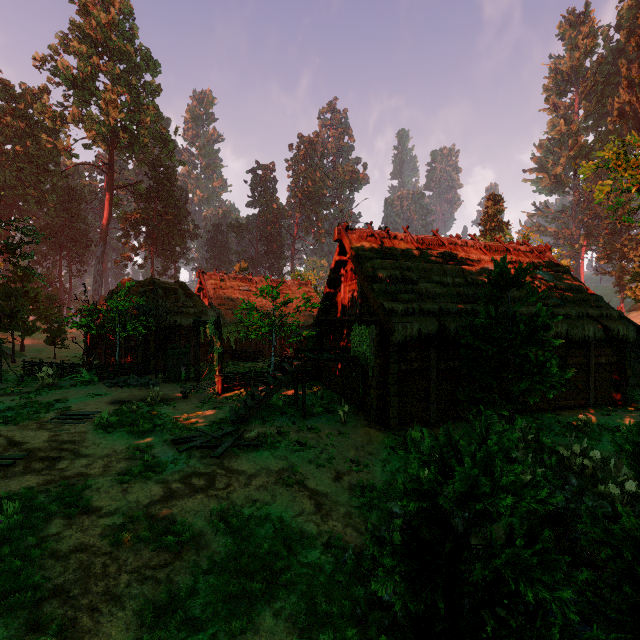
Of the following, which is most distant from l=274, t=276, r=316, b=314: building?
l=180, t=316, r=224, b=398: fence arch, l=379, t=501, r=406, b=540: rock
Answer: l=379, t=501, r=406, b=540: rock

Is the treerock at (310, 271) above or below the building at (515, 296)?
above

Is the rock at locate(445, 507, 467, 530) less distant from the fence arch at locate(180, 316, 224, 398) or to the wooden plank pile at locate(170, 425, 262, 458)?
the wooden plank pile at locate(170, 425, 262, 458)

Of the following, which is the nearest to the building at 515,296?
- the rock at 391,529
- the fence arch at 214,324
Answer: the fence arch at 214,324

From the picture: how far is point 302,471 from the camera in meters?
8.4

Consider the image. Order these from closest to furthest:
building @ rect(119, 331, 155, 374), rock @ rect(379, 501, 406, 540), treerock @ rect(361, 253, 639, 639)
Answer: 1. treerock @ rect(361, 253, 639, 639)
2. rock @ rect(379, 501, 406, 540)
3. building @ rect(119, 331, 155, 374)

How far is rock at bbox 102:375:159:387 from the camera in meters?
16.5 m

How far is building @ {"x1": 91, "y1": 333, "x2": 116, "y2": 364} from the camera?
21.80m
